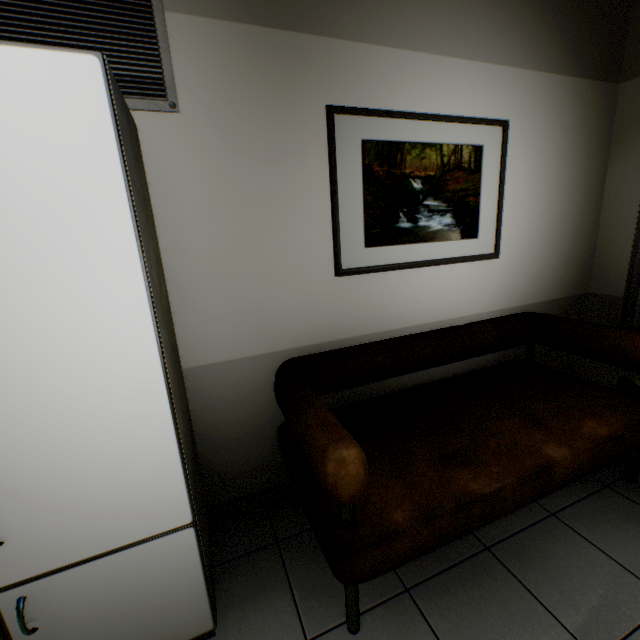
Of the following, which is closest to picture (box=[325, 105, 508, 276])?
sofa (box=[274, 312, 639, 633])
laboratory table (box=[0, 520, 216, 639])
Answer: sofa (box=[274, 312, 639, 633])

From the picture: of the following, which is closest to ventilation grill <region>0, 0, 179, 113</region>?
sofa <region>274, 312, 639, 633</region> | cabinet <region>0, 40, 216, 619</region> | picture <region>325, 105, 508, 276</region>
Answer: cabinet <region>0, 40, 216, 619</region>

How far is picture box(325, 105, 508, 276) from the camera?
1.79m

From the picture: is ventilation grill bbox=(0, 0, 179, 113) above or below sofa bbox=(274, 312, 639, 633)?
above

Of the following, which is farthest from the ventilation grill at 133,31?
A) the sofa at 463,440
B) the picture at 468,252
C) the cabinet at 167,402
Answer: the sofa at 463,440

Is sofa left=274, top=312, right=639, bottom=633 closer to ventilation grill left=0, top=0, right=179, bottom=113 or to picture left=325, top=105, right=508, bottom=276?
picture left=325, top=105, right=508, bottom=276

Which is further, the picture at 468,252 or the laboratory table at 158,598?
the picture at 468,252

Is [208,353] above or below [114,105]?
below
